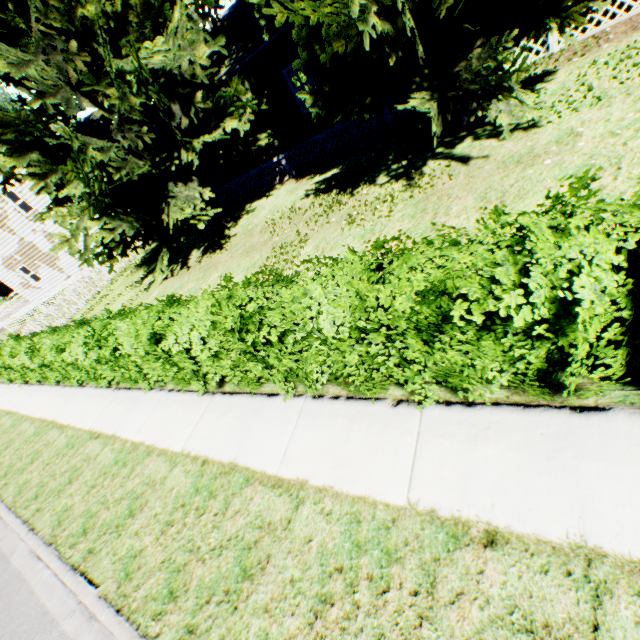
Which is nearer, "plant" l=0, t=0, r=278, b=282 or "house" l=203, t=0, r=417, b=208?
"plant" l=0, t=0, r=278, b=282

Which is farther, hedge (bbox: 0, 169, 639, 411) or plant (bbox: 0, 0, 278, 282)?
plant (bbox: 0, 0, 278, 282)

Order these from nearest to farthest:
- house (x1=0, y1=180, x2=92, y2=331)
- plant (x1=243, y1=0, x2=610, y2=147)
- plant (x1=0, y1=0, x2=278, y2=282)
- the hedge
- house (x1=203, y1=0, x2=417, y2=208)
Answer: the hedge < plant (x1=243, y1=0, x2=610, y2=147) < plant (x1=0, y1=0, x2=278, y2=282) < house (x1=203, y1=0, x2=417, y2=208) < house (x1=0, y1=180, x2=92, y2=331)

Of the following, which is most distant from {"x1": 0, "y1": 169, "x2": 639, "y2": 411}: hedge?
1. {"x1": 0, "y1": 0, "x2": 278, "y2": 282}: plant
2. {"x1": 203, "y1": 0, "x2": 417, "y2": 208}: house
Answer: {"x1": 203, "y1": 0, "x2": 417, "y2": 208}: house

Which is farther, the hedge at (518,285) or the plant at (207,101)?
the plant at (207,101)

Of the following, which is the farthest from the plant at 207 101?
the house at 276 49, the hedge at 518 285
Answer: the hedge at 518 285

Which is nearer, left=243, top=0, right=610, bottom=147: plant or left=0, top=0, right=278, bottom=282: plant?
left=243, top=0, right=610, bottom=147: plant

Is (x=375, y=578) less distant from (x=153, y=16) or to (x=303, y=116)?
(x=153, y=16)
